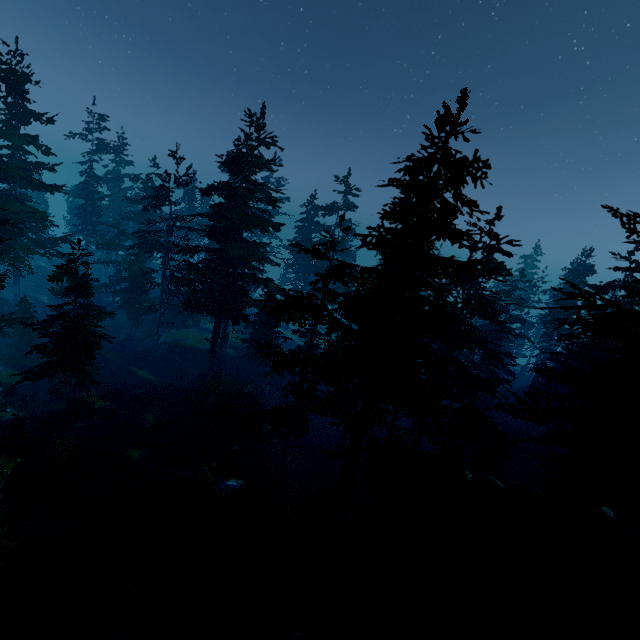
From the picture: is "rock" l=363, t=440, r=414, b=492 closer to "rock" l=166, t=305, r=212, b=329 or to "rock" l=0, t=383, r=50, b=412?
"rock" l=166, t=305, r=212, b=329

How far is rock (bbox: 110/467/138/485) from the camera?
16.48m

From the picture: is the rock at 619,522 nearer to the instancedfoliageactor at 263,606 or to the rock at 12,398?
the instancedfoliageactor at 263,606

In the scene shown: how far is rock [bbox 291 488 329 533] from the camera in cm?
1950

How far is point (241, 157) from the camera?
26.8m

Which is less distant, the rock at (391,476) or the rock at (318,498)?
the rock at (391,476)

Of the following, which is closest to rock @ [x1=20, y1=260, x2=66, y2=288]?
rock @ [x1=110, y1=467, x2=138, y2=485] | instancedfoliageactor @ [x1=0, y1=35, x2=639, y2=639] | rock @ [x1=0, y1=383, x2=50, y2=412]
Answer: instancedfoliageactor @ [x1=0, y1=35, x2=639, y2=639]
